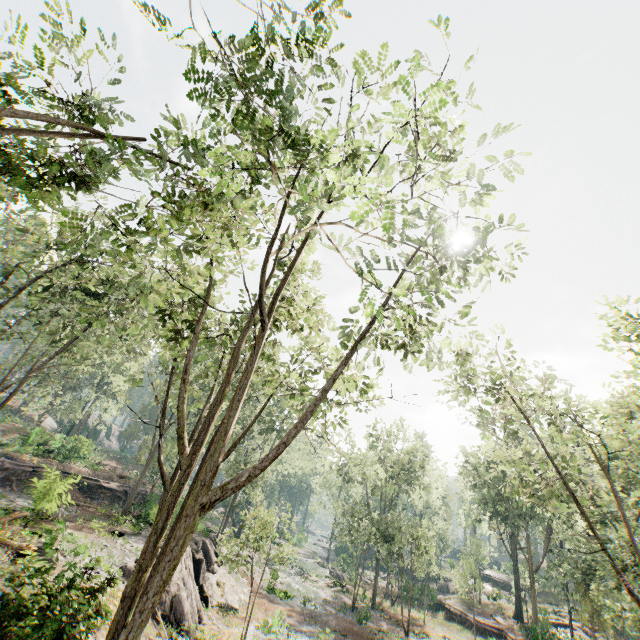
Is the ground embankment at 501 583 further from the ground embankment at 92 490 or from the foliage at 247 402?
the ground embankment at 92 490

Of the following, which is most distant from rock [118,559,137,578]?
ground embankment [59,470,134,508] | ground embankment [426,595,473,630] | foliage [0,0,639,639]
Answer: ground embankment [426,595,473,630]

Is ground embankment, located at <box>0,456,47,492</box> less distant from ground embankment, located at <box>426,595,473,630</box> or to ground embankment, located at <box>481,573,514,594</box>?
ground embankment, located at <box>426,595,473,630</box>

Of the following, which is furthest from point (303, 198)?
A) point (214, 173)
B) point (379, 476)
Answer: point (379, 476)

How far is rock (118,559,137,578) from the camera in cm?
1678

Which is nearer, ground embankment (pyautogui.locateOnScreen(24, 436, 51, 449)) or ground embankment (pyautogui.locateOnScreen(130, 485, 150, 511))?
ground embankment (pyautogui.locateOnScreen(130, 485, 150, 511))

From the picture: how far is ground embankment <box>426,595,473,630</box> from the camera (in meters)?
35.06

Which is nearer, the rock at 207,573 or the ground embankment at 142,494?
the rock at 207,573
